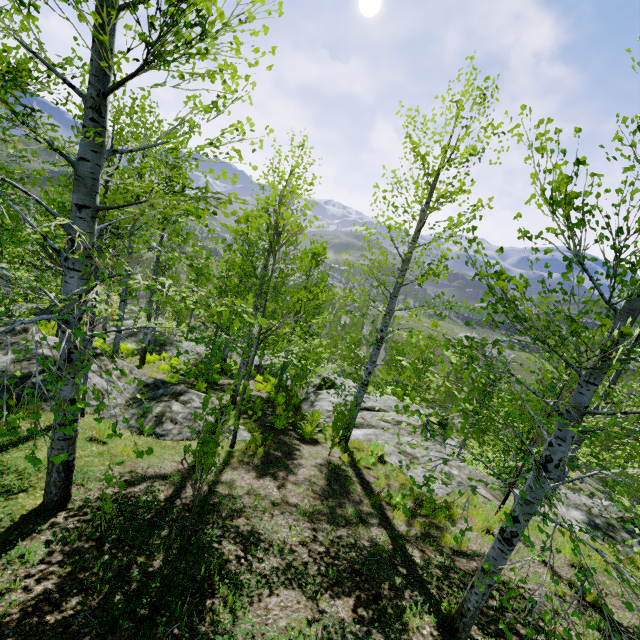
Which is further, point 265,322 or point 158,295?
point 158,295

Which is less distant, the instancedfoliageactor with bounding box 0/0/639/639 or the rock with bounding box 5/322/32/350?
the instancedfoliageactor with bounding box 0/0/639/639

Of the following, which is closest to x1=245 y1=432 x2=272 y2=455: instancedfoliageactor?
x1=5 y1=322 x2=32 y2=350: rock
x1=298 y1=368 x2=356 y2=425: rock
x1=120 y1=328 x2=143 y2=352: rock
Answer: x1=298 y1=368 x2=356 y2=425: rock

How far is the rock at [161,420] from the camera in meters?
8.1

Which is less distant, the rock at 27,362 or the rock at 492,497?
the rock at 27,362

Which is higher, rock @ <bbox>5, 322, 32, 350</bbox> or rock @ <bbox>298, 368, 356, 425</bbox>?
rock @ <bbox>5, 322, 32, 350</bbox>

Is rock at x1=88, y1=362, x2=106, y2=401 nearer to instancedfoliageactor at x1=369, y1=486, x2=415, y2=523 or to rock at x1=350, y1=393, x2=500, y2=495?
rock at x1=350, y1=393, x2=500, y2=495

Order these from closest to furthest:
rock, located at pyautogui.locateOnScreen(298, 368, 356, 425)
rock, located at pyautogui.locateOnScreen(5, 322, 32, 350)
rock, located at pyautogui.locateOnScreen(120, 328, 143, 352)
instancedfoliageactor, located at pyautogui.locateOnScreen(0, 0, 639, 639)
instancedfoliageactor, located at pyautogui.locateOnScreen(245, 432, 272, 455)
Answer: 1. instancedfoliageactor, located at pyautogui.locateOnScreen(0, 0, 639, 639)
2. instancedfoliageactor, located at pyautogui.locateOnScreen(245, 432, 272, 455)
3. rock, located at pyautogui.locateOnScreen(5, 322, 32, 350)
4. rock, located at pyautogui.locateOnScreen(298, 368, 356, 425)
5. rock, located at pyautogui.locateOnScreen(120, 328, 143, 352)
